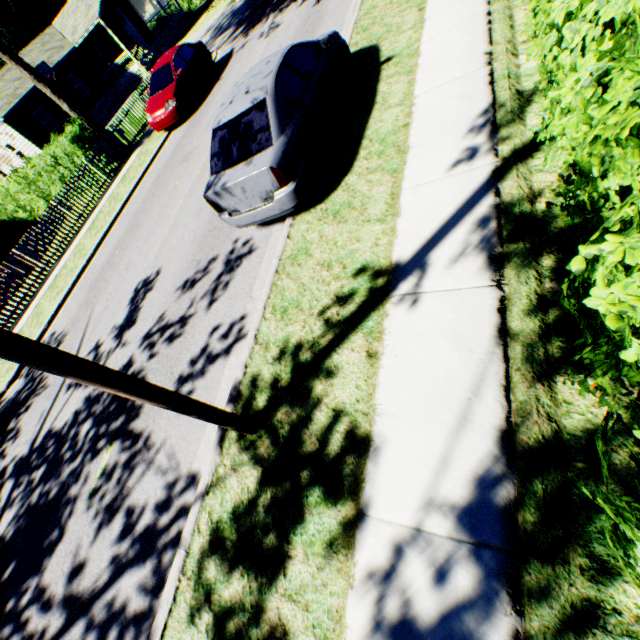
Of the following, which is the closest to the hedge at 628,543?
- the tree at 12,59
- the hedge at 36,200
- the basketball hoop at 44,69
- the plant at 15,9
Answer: the plant at 15,9

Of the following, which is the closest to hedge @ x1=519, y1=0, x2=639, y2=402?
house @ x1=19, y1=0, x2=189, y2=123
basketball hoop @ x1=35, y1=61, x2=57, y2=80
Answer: house @ x1=19, y1=0, x2=189, y2=123

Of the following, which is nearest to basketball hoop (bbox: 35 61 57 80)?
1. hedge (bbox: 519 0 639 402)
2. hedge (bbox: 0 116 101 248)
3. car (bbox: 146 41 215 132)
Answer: hedge (bbox: 0 116 101 248)

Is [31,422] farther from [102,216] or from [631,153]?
[631,153]

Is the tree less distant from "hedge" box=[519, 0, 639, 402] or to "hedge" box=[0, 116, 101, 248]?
"hedge" box=[0, 116, 101, 248]

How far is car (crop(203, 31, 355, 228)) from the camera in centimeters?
485cm

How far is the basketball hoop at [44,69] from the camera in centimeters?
2488cm

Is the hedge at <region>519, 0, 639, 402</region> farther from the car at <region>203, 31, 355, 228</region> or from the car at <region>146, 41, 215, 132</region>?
the car at <region>146, 41, 215, 132</region>
